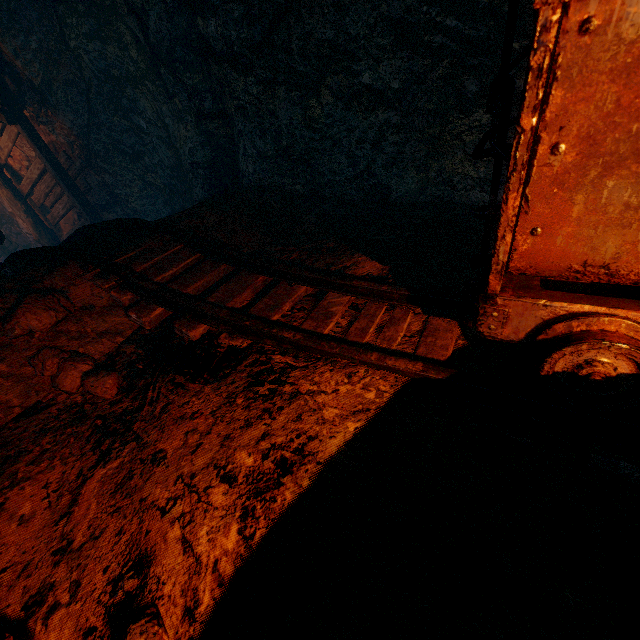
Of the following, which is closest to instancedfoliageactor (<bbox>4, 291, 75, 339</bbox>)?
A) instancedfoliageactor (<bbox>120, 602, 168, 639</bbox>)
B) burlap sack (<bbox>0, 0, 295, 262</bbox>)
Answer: burlap sack (<bbox>0, 0, 295, 262</bbox>)

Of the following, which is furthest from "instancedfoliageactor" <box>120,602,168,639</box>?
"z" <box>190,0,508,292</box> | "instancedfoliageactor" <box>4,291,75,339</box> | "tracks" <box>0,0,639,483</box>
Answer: "instancedfoliageactor" <box>4,291,75,339</box>

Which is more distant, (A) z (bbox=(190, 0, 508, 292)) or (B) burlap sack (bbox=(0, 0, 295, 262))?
(B) burlap sack (bbox=(0, 0, 295, 262))

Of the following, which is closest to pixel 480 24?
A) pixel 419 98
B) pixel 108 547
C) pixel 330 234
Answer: pixel 419 98

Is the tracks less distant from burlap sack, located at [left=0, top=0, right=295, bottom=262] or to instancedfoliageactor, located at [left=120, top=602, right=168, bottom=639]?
burlap sack, located at [left=0, top=0, right=295, bottom=262]

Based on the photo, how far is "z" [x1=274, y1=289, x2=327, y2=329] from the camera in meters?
2.3

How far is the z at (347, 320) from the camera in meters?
2.1 m

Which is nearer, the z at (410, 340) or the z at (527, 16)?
the z at (410, 340)
